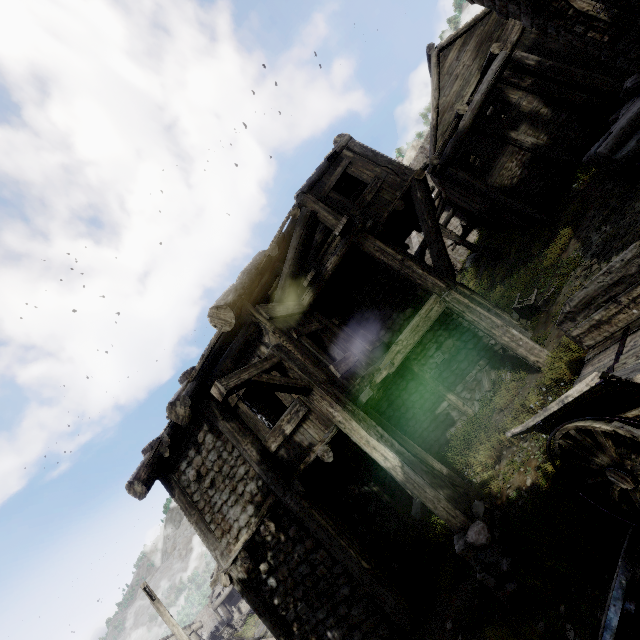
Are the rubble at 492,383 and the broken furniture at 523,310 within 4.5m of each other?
yes

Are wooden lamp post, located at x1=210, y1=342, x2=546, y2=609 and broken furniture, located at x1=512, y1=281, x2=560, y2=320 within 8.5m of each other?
yes

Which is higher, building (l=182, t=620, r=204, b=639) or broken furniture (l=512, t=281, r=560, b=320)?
building (l=182, t=620, r=204, b=639)

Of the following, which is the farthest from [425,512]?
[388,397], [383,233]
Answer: [383,233]

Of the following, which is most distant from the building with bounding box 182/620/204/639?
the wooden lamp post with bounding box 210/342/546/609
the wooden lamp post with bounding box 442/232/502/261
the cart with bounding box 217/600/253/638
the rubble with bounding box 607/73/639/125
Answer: the cart with bounding box 217/600/253/638

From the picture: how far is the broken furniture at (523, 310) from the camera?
8.7m

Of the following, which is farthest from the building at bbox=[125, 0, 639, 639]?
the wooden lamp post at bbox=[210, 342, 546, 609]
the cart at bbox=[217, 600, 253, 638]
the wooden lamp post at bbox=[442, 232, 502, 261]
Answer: the cart at bbox=[217, 600, 253, 638]

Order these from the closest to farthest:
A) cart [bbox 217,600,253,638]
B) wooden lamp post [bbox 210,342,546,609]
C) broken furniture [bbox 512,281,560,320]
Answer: wooden lamp post [bbox 210,342,546,609] < broken furniture [bbox 512,281,560,320] < cart [bbox 217,600,253,638]
